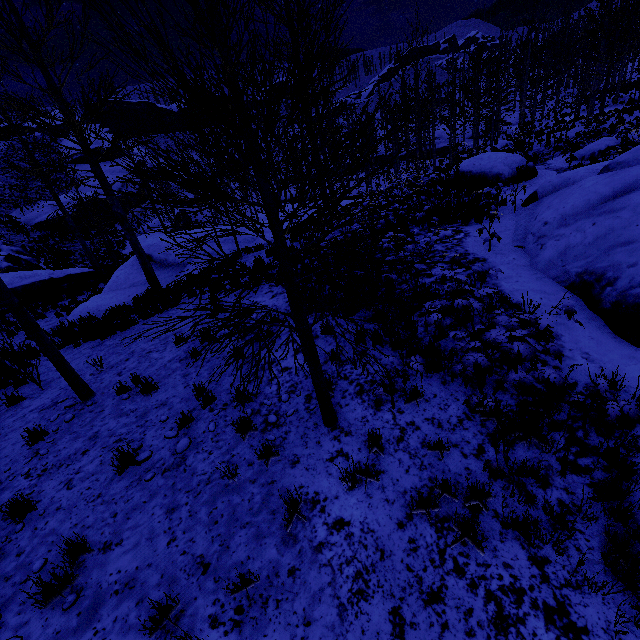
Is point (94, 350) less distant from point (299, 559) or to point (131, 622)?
point (131, 622)

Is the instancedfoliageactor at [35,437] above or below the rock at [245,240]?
above

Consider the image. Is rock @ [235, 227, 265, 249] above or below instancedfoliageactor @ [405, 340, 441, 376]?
below

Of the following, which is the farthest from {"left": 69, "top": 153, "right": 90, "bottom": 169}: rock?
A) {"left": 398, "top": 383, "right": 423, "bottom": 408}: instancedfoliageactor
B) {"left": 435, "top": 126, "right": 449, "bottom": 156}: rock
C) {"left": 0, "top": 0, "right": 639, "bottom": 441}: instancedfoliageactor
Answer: {"left": 398, "top": 383, "right": 423, "bottom": 408}: instancedfoliageactor

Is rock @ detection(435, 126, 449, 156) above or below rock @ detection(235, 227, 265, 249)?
below

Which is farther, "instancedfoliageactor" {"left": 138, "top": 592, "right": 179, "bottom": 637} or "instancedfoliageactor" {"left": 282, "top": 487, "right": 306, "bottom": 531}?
"instancedfoliageactor" {"left": 282, "top": 487, "right": 306, "bottom": 531}

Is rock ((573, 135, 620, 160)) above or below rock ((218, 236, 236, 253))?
above

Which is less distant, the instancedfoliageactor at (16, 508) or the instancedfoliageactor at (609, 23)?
the instancedfoliageactor at (609, 23)
